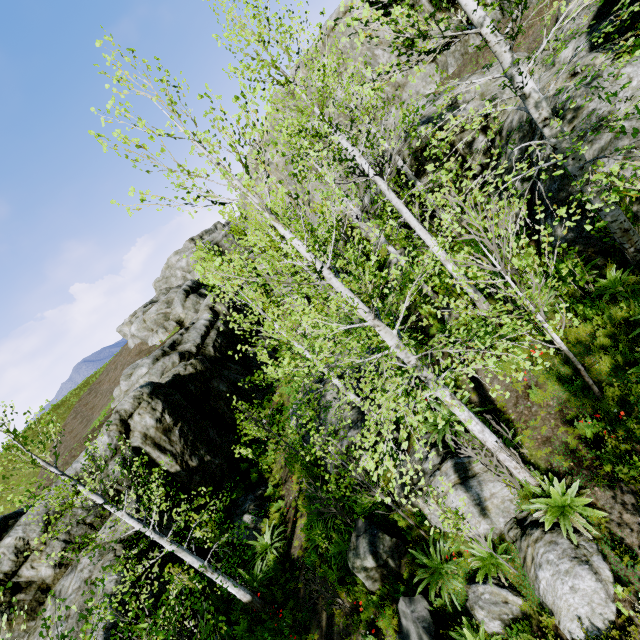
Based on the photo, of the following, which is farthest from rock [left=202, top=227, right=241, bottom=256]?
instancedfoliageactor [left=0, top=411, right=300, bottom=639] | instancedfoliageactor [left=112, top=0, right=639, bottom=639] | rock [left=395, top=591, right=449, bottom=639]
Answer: rock [left=395, top=591, right=449, bottom=639]

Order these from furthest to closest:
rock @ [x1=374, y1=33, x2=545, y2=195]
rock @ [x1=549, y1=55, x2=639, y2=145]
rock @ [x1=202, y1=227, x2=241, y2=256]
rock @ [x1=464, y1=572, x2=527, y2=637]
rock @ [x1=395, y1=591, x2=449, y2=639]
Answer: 1. rock @ [x1=202, y1=227, x2=241, y2=256]
2. rock @ [x1=374, y1=33, x2=545, y2=195]
3. rock @ [x1=549, y1=55, x2=639, y2=145]
4. rock @ [x1=395, y1=591, x2=449, y2=639]
5. rock @ [x1=464, y1=572, x2=527, y2=637]

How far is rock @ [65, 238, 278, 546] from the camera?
14.6m

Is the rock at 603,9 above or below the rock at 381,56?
below

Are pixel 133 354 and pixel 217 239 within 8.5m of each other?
no

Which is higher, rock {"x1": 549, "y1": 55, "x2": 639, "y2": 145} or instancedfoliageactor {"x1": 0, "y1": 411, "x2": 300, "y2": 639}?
rock {"x1": 549, "y1": 55, "x2": 639, "y2": 145}
